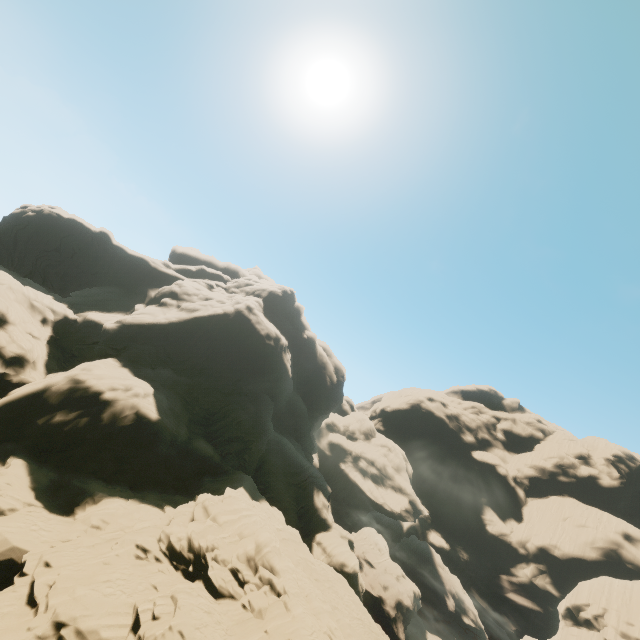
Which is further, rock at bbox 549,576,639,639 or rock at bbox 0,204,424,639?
rock at bbox 549,576,639,639

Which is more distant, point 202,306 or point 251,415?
point 202,306

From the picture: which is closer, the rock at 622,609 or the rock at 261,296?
the rock at 261,296
